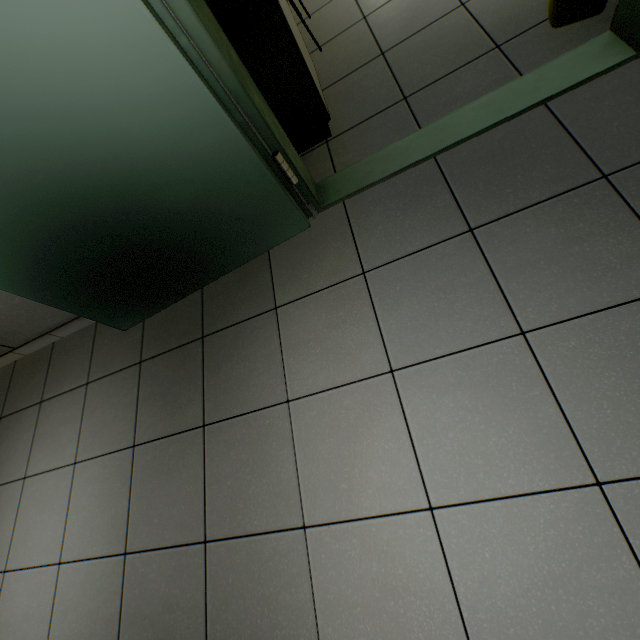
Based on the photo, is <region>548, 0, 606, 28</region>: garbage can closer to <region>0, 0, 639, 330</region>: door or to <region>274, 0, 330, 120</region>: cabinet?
<region>0, 0, 639, 330</region>: door

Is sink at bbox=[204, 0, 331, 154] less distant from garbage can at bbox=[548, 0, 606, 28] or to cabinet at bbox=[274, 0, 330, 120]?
cabinet at bbox=[274, 0, 330, 120]

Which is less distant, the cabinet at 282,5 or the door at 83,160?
the door at 83,160

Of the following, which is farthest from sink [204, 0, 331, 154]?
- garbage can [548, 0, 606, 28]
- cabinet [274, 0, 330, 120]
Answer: garbage can [548, 0, 606, 28]

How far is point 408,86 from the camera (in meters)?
1.86

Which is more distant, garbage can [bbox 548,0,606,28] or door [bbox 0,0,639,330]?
garbage can [bbox 548,0,606,28]

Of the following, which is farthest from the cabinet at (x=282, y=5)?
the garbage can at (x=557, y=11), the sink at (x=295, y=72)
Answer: the garbage can at (x=557, y=11)

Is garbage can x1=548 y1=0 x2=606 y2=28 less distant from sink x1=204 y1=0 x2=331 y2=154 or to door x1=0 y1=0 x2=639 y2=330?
door x1=0 y1=0 x2=639 y2=330
